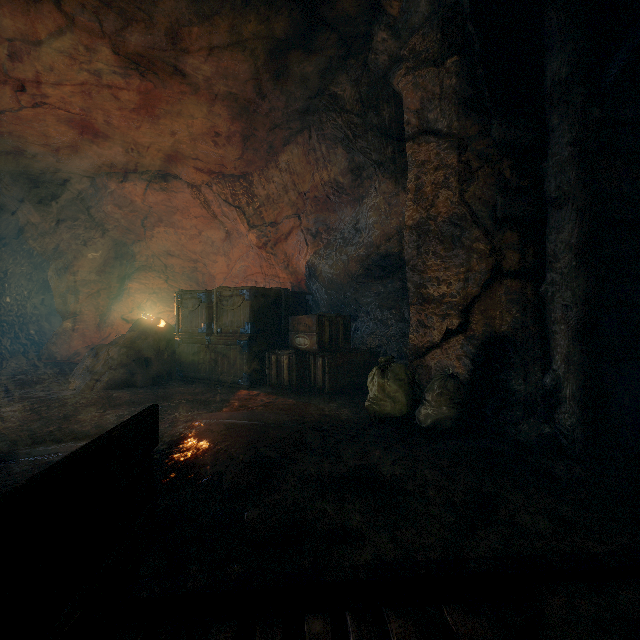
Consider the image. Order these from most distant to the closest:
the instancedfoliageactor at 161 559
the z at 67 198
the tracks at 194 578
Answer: the z at 67 198
the instancedfoliageactor at 161 559
the tracks at 194 578

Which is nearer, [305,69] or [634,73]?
[634,73]

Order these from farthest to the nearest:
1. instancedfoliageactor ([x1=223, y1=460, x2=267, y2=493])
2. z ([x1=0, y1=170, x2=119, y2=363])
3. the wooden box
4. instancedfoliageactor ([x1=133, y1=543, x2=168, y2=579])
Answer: z ([x1=0, y1=170, x2=119, y2=363]) < the wooden box < instancedfoliageactor ([x1=223, y1=460, x2=267, y2=493]) < instancedfoliageactor ([x1=133, y1=543, x2=168, y2=579])

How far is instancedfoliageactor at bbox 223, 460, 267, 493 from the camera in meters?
2.2

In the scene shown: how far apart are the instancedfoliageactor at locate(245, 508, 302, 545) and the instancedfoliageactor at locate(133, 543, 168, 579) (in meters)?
0.41

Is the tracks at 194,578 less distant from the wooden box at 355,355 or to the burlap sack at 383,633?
the burlap sack at 383,633

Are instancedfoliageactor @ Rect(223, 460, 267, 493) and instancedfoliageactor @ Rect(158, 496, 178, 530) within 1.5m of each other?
yes

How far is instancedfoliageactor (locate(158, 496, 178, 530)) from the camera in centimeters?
187cm
